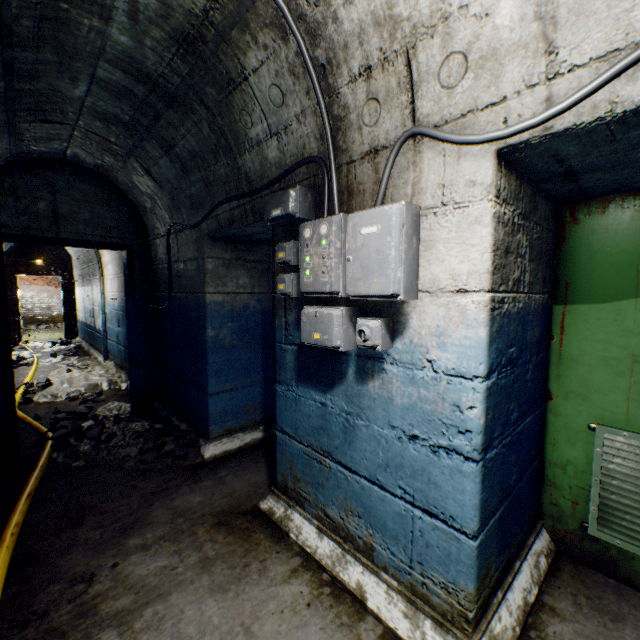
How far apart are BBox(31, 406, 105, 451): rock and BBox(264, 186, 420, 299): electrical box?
2.6m

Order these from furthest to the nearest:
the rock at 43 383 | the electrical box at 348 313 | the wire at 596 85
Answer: the rock at 43 383
the electrical box at 348 313
the wire at 596 85

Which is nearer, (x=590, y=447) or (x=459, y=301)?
(x=459, y=301)

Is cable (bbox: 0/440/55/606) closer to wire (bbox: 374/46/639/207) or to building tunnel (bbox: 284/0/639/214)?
building tunnel (bbox: 284/0/639/214)

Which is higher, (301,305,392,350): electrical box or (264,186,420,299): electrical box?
(264,186,420,299): electrical box

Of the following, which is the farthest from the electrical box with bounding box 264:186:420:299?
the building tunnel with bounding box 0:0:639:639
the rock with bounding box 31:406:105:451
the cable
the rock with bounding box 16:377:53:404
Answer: the rock with bounding box 16:377:53:404

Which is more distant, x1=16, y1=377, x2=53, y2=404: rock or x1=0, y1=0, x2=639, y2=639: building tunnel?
x1=16, y1=377, x2=53, y2=404: rock

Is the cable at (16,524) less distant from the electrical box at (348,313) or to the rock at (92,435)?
the rock at (92,435)
